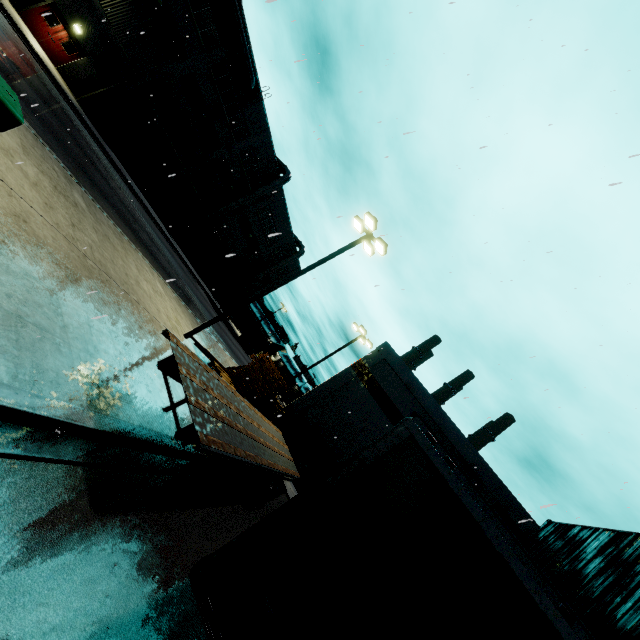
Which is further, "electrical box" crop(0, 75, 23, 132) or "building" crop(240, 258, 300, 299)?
"building" crop(240, 258, 300, 299)

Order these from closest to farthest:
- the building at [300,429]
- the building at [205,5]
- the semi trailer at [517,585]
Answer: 1. the semi trailer at [517,585]
2. the building at [300,429]
3. the building at [205,5]

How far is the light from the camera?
14.0 meters

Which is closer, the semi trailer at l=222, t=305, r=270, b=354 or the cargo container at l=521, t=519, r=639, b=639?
the cargo container at l=521, t=519, r=639, b=639

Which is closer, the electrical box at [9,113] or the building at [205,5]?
the electrical box at [9,113]

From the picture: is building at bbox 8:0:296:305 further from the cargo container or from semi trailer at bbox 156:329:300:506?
the cargo container

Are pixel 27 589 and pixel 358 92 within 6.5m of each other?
no

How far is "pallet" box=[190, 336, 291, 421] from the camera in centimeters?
1455cm
